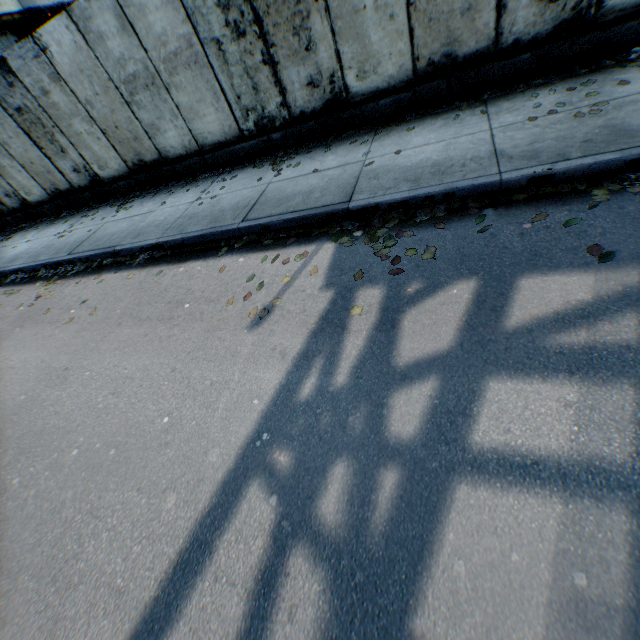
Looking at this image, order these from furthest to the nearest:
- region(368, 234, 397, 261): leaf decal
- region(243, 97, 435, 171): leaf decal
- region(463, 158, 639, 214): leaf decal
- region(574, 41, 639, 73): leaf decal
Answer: region(243, 97, 435, 171): leaf decal < region(574, 41, 639, 73): leaf decal < region(368, 234, 397, 261): leaf decal < region(463, 158, 639, 214): leaf decal

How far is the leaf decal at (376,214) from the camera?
3.9 meters

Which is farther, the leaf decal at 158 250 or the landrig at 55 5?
the landrig at 55 5

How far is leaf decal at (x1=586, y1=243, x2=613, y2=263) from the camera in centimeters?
268cm

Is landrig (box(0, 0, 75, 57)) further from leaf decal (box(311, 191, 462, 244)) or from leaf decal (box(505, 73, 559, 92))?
leaf decal (box(505, 73, 559, 92))

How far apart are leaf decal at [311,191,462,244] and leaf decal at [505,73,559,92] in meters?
2.6 m

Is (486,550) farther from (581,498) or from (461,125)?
(461,125)

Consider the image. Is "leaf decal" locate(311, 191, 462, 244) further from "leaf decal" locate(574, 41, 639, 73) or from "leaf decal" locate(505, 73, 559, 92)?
"leaf decal" locate(505, 73, 559, 92)
